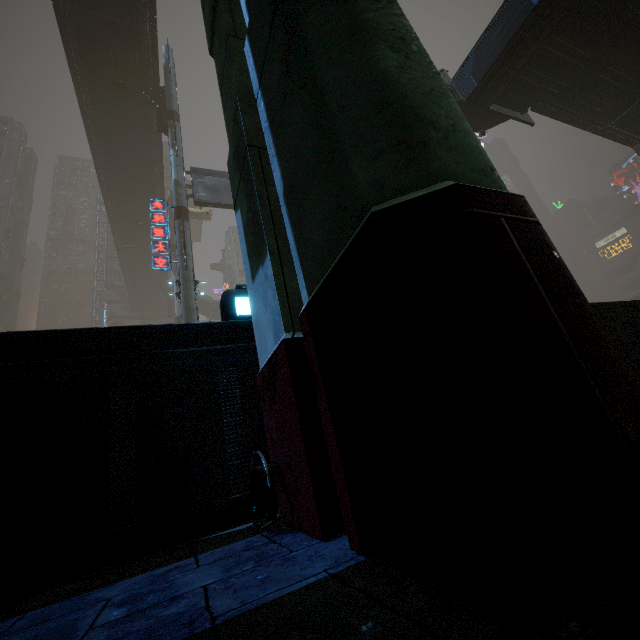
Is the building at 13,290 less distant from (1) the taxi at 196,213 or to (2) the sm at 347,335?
(2) the sm at 347,335

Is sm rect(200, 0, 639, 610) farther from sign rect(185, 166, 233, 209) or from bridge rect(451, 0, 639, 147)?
bridge rect(451, 0, 639, 147)

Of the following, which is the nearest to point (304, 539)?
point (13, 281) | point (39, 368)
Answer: point (39, 368)

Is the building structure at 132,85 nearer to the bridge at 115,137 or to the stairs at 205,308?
the bridge at 115,137

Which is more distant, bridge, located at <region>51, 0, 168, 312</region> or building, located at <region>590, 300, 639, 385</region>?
bridge, located at <region>51, 0, 168, 312</region>

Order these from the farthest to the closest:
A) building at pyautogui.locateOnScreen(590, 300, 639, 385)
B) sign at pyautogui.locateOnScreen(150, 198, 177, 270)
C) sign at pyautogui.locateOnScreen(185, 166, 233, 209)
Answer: sign at pyautogui.locateOnScreen(185, 166, 233, 209), sign at pyautogui.locateOnScreen(150, 198, 177, 270), building at pyautogui.locateOnScreen(590, 300, 639, 385)

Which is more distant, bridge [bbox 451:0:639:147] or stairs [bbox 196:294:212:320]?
stairs [bbox 196:294:212:320]

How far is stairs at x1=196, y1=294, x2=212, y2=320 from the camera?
53.28m
